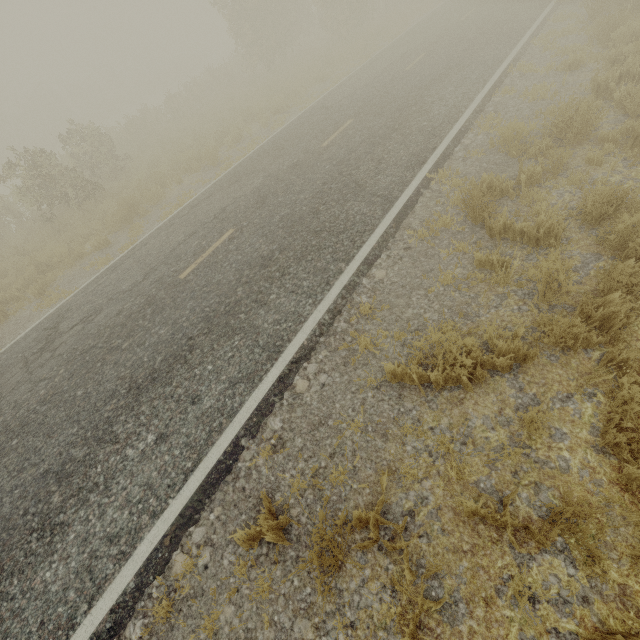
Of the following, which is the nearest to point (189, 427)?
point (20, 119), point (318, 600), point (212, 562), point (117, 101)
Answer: point (212, 562)
